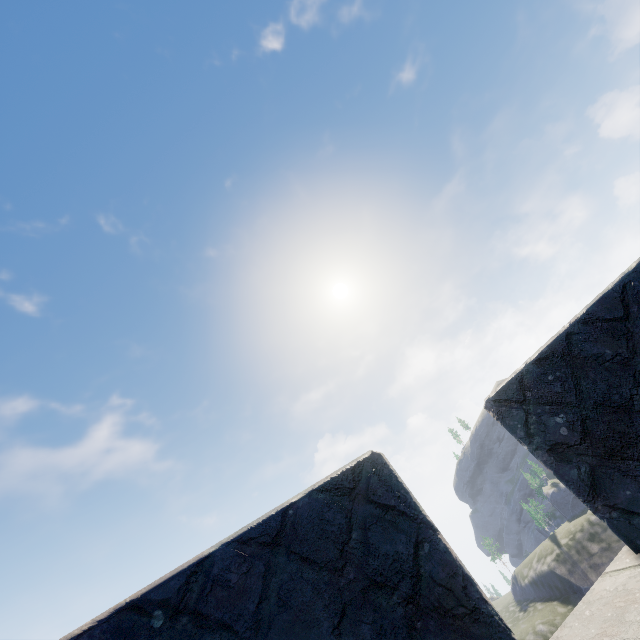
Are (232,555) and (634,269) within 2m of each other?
no
